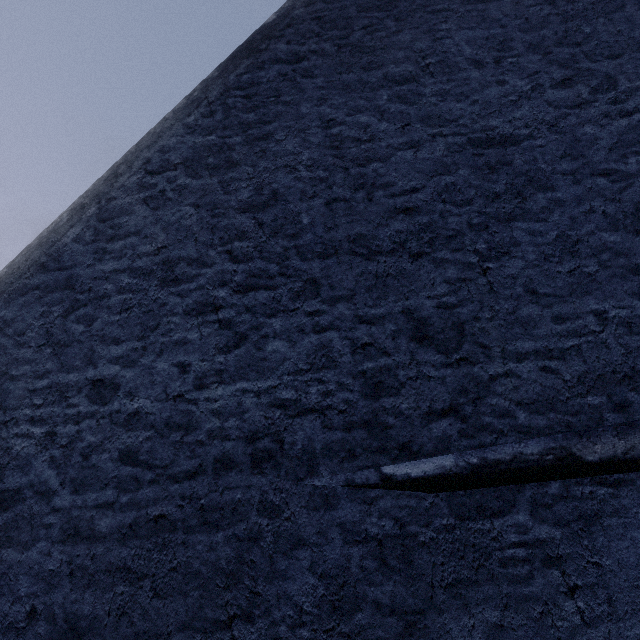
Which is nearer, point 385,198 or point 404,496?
point 404,496
